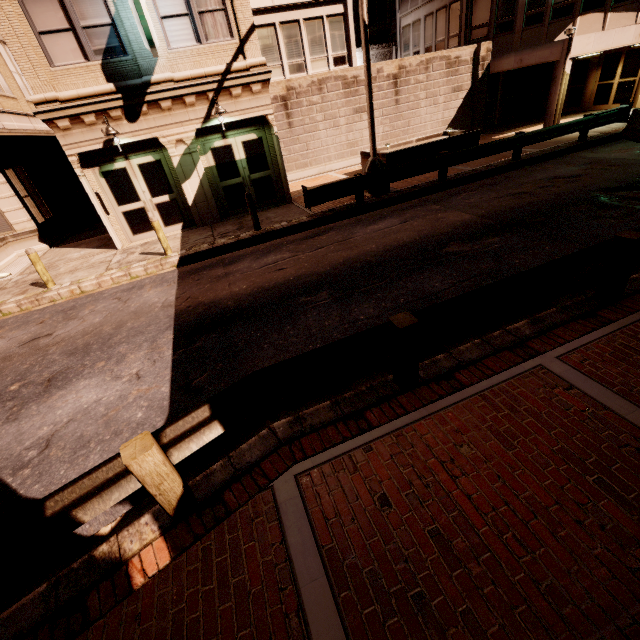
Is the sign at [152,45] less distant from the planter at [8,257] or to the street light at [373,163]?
the street light at [373,163]

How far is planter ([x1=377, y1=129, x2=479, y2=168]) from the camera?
14.2m

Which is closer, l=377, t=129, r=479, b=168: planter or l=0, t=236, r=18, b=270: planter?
l=0, t=236, r=18, b=270: planter

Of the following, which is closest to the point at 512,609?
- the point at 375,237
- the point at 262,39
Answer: the point at 375,237

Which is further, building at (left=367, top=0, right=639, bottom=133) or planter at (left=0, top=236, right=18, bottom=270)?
building at (left=367, top=0, right=639, bottom=133)

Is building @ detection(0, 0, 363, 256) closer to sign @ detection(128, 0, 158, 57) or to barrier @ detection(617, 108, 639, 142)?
sign @ detection(128, 0, 158, 57)

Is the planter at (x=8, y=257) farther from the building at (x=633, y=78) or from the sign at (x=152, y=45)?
the sign at (x=152, y=45)

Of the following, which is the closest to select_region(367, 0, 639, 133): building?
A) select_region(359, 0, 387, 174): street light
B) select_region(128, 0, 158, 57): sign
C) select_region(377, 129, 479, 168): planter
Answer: select_region(128, 0, 158, 57): sign
